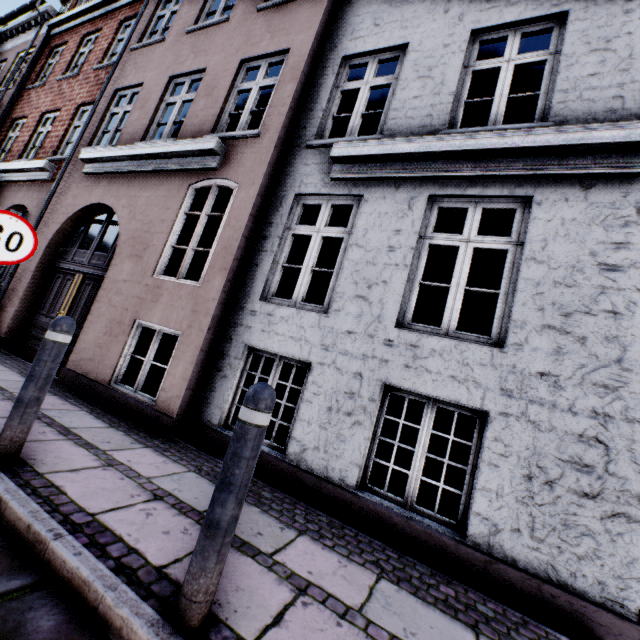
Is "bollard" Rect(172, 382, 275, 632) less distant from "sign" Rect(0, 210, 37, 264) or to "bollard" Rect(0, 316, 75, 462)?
"bollard" Rect(0, 316, 75, 462)

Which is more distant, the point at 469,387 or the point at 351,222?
the point at 351,222

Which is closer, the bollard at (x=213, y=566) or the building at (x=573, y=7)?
the bollard at (x=213, y=566)

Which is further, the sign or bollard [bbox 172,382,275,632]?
the sign

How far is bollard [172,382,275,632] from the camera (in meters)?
1.46

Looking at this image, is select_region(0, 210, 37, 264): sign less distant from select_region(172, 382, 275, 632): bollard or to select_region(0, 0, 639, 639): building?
select_region(0, 0, 639, 639): building

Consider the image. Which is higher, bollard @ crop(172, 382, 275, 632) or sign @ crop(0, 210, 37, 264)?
sign @ crop(0, 210, 37, 264)

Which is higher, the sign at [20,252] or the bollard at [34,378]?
the sign at [20,252]
